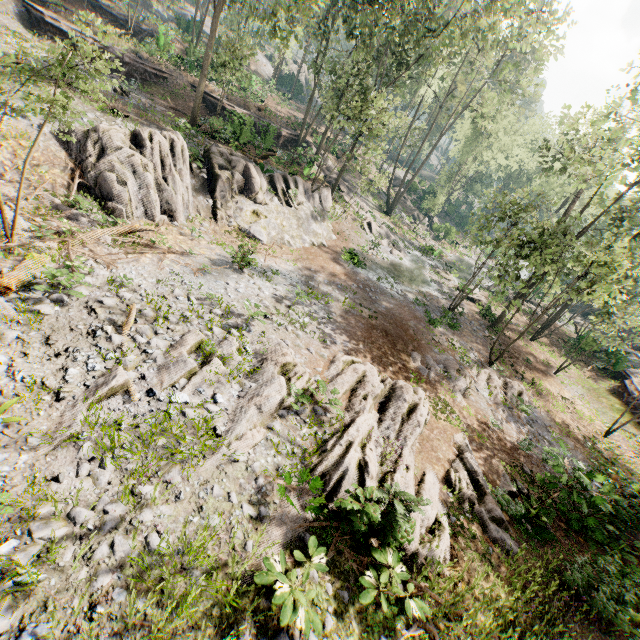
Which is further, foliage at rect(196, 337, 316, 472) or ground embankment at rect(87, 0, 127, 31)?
ground embankment at rect(87, 0, 127, 31)

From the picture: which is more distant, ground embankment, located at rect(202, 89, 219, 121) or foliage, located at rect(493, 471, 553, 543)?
ground embankment, located at rect(202, 89, 219, 121)

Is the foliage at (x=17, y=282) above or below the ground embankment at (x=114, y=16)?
below

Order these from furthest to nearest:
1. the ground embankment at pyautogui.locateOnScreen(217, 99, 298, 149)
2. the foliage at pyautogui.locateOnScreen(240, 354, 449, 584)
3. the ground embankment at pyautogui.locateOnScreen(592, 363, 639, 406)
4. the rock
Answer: the ground embankment at pyautogui.locateOnScreen(592, 363, 639, 406), the ground embankment at pyautogui.locateOnScreen(217, 99, 298, 149), the rock, the foliage at pyautogui.locateOnScreen(240, 354, 449, 584)

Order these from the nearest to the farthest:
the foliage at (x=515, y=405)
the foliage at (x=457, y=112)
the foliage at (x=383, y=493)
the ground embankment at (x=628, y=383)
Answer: the foliage at (x=383, y=493) < the foliage at (x=515, y=405) < the foliage at (x=457, y=112) < the ground embankment at (x=628, y=383)

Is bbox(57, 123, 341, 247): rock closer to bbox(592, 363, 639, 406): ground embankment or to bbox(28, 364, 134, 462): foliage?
bbox(28, 364, 134, 462): foliage

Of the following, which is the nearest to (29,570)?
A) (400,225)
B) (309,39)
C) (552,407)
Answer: (552,407)
